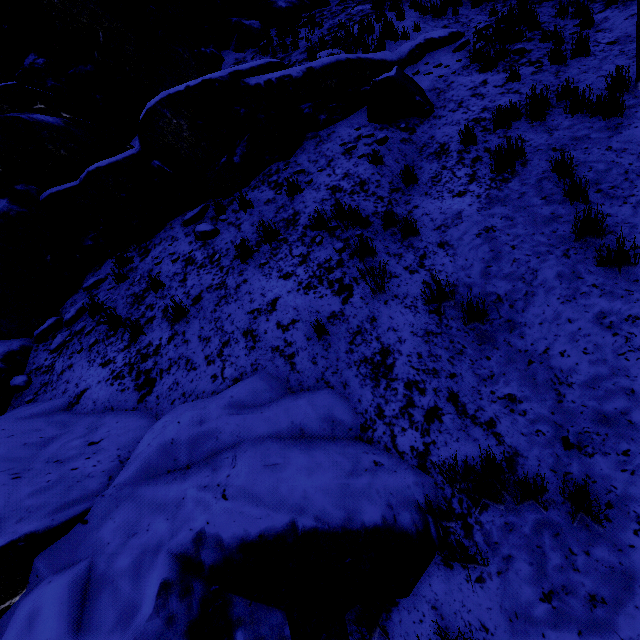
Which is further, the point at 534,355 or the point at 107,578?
the point at 534,355

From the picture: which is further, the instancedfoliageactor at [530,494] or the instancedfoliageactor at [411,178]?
the instancedfoliageactor at [411,178]

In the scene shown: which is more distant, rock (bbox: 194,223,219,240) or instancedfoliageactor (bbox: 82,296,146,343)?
rock (bbox: 194,223,219,240)

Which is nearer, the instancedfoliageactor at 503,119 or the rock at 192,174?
the rock at 192,174

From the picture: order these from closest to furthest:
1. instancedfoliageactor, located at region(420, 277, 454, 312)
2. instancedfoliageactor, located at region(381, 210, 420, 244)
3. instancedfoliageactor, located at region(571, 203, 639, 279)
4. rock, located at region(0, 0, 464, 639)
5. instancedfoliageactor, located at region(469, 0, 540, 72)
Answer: rock, located at region(0, 0, 464, 639), instancedfoliageactor, located at region(571, 203, 639, 279), instancedfoliageactor, located at region(420, 277, 454, 312), instancedfoliageactor, located at region(381, 210, 420, 244), instancedfoliageactor, located at region(469, 0, 540, 72)

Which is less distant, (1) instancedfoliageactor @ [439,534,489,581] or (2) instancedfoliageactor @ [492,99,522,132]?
(1) instancedfoliageactor @ [439,534,489,581]
